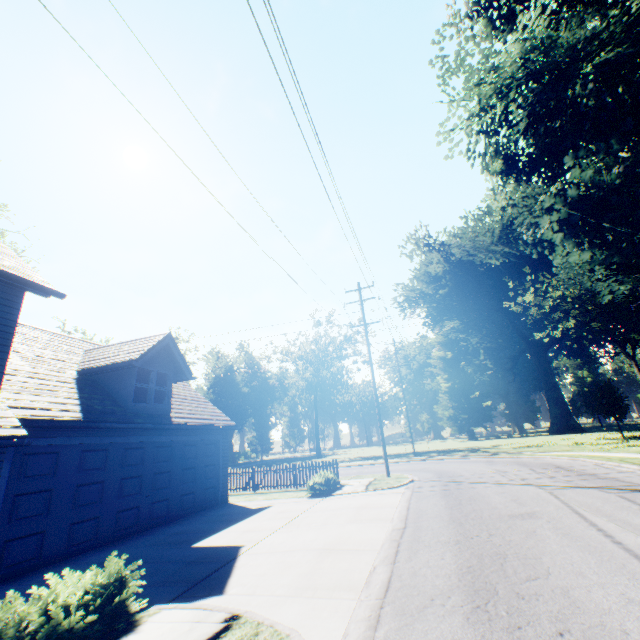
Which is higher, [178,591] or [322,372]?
[322,372]

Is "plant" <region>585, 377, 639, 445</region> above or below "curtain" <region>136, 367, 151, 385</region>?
below

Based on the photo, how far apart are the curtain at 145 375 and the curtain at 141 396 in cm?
11

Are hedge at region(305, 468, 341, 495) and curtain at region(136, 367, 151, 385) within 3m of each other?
no

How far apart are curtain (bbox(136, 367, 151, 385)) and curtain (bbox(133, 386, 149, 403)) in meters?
0.1 m

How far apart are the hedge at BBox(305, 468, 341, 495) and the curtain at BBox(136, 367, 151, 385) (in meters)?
8.06

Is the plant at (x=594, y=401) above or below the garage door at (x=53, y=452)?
above

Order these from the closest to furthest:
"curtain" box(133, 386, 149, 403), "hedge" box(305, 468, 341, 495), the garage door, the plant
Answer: the garage door → "curtain" box(133, 386, 149, 403) → "hedge" box(305, 468, 341, 495) → the plant
